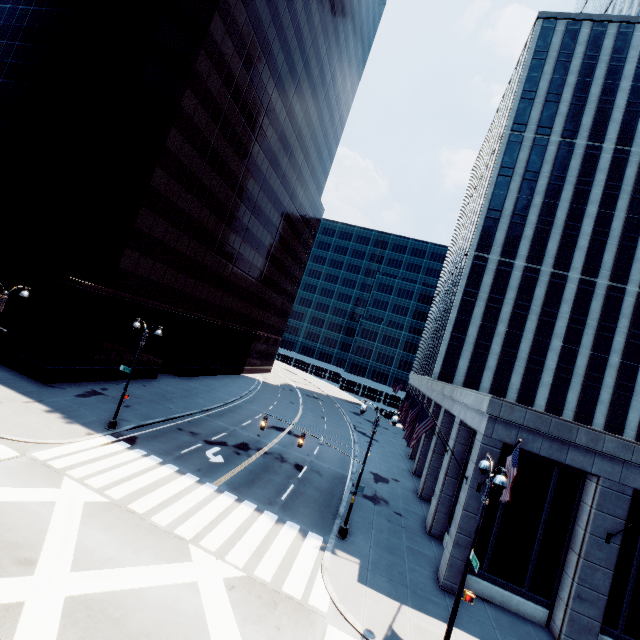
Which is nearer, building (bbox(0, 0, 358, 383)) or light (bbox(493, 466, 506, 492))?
light (bbox(493, 466, 506, 492))

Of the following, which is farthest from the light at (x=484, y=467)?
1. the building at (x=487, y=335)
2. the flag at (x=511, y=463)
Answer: the building at (x=487, y=335)

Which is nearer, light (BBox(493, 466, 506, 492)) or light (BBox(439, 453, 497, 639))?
light (BBox(493, 466, 506, 492))

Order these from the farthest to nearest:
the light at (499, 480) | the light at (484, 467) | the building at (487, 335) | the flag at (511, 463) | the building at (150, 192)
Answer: the building at (150, 192) → the building at (487, 335) → the flag at (511, 463) → the light at (484, 467) → the light at (499, 480)

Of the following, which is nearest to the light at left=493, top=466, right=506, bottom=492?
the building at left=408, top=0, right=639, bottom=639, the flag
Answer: the flag

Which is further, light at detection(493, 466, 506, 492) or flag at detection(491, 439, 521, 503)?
flag at detection(491, 439, 521, 503)

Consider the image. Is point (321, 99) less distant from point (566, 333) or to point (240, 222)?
point (240, 222)

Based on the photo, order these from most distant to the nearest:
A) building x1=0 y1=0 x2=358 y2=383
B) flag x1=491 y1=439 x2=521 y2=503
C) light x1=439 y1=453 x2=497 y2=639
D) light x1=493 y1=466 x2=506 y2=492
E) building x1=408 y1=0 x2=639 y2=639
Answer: building x1=0 y1=0 x2=358 y2=383, building x1=408 y1=0 x2=639 y2=639, flag x1=491 y1=439 x2=521 y2=503, light x1=439 y1=453 x2=497 y2=639, light x1=493 y1=466 x2=506 y2=492
